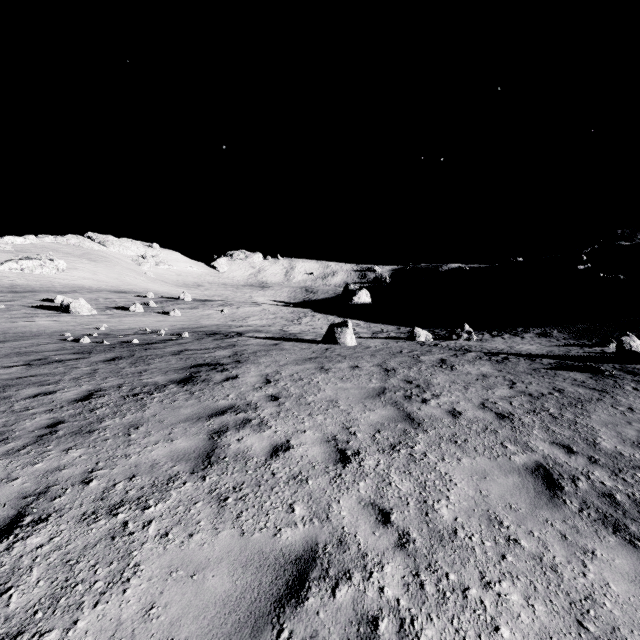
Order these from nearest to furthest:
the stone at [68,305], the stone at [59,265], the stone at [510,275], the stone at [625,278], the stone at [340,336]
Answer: the stone at [340,336]
the stone at [68,305]
the stone at [625,278]
the stone at [510,275]
the stone at [59,265]

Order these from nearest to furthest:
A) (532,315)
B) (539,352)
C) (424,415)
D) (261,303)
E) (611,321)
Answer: (424,415) → (539,352) → (611,321) → (532,315) → (261,303)

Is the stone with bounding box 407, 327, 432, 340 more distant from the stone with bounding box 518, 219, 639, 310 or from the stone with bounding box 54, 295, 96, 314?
the stone with bounding box 54, 295, 96, 314

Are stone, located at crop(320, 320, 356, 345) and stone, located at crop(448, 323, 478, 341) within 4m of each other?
no

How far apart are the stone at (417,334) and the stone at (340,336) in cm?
476

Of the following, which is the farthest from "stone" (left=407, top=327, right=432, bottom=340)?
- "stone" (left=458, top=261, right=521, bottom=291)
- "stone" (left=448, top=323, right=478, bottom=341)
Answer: "stone" (left=458, top=261, right=521, bottom=291)

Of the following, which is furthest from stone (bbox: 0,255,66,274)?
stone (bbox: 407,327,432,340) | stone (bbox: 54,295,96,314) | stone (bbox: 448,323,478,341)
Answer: stone (bbox: 448,323,478,341)

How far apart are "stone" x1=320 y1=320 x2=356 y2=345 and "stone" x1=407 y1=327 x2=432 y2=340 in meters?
4.8 m
